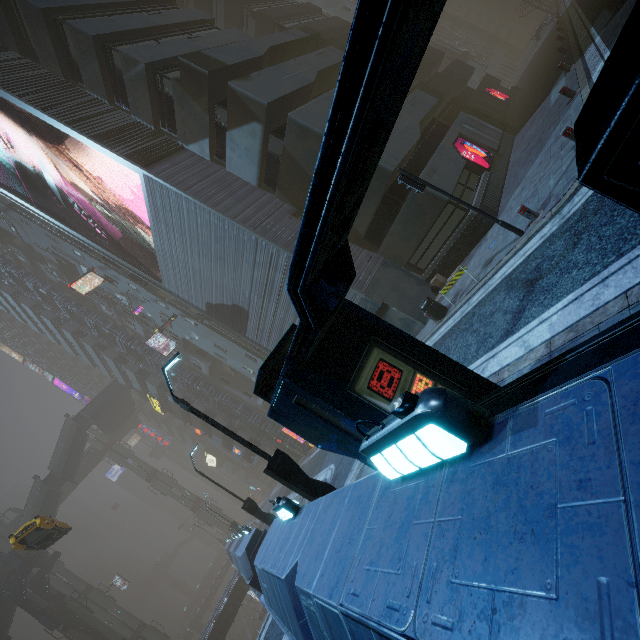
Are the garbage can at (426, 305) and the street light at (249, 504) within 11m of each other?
no

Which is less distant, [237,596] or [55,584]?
[237,596]

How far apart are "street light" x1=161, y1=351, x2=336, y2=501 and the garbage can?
6.99m

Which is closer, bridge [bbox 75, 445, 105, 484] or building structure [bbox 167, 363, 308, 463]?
building structure [bbox 167, 363, 308, 463]

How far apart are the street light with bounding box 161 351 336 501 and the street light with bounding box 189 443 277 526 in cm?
967

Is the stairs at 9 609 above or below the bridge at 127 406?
below

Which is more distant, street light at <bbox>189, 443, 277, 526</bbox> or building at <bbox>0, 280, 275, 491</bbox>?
building at <bbox>0, 280, 275, 491</bbox>

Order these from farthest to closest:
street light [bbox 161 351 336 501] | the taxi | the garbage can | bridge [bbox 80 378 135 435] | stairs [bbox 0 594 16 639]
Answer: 1. bridge [bbox 80 378 135 435]
2. stairs [bbox 0 594 16 639]
3. the taxi
4. the garbage can
5. street light [bbox 161 351 336 501]
